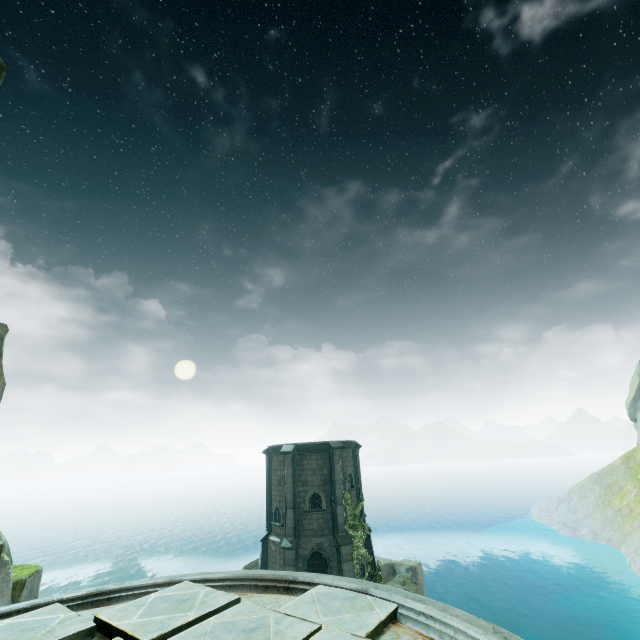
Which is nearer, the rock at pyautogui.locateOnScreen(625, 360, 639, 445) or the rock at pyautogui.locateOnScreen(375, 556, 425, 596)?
the rock at pyautogui.locateOnScreen(375, 556, 425, 596)

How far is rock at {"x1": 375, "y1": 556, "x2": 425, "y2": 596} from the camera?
24.5m

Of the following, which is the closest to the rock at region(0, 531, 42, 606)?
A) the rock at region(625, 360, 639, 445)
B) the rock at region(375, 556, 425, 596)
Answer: the rock at region(375, 556, 425, 596)

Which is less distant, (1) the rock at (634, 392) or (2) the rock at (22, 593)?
(2) the rock at (22, 593)

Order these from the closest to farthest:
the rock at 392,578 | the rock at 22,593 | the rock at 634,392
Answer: the rock at 22,593 < the rock at 392,578 < the rock at 634,392

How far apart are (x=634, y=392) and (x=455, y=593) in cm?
4624

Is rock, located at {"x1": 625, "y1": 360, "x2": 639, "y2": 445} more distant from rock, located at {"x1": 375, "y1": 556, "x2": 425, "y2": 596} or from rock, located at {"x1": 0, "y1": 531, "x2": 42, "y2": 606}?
rock, located at {"x1": 0, "y1": 531, "x2": 42, "y2": 606}
